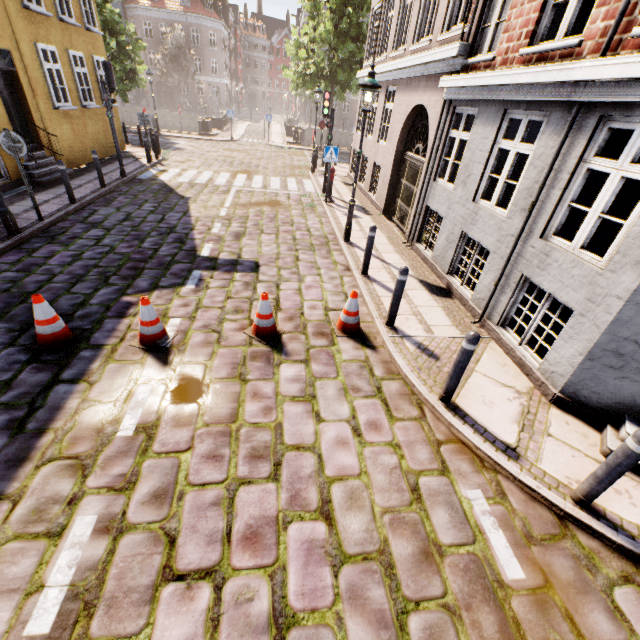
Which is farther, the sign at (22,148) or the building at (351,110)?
the building at (351,110)

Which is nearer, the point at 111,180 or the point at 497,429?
the point at 497,429

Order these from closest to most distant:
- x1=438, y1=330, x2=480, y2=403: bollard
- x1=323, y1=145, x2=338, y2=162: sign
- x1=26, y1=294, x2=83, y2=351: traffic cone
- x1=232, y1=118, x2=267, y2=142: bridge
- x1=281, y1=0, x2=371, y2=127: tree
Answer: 1. x1=438, y1=330, x2=480, y2=403: bollard
2. x1=26, y1=294, x2=83, y2=351: traffic cone
3. x1=323, y1=145, x2=338, y2=162: sign
4. x1=281, y1=0, x2=371, y2=127: tree
5. x1=232, y1=118, x2=267, y2=142: bridge

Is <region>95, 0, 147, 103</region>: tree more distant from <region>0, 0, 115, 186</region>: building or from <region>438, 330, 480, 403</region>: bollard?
<region>438, 330, 480, 403</region>: bollard

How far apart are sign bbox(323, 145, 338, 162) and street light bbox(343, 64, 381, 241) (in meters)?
3.70

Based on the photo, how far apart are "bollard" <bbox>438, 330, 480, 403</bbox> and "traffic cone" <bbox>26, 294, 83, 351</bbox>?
5.27m

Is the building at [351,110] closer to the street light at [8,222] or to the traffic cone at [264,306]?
the street light at [8,222]

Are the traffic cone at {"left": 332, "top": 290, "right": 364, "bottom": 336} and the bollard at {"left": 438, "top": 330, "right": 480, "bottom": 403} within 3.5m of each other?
yes
